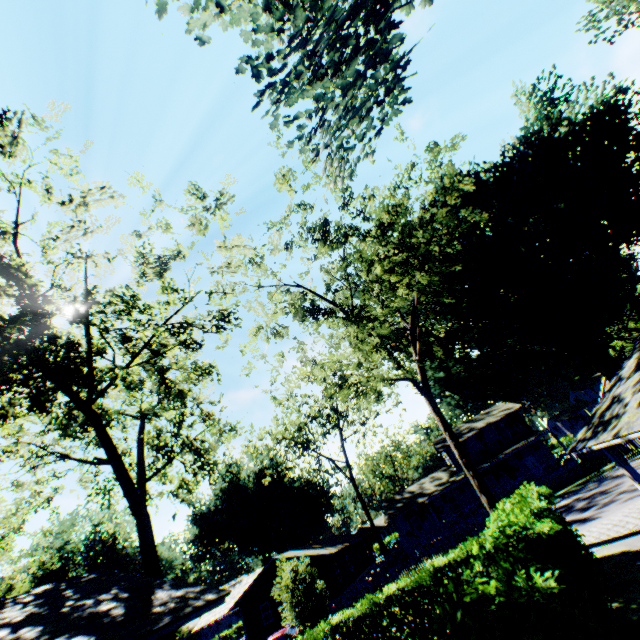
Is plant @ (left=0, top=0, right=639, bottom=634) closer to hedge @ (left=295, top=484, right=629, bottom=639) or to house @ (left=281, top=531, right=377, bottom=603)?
house @ (left=281, top=531, right=377, bottom=603)

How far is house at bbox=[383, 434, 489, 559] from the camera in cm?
3419

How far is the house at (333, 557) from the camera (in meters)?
32.25

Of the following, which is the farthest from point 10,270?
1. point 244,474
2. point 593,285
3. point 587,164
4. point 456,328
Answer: point 244,474

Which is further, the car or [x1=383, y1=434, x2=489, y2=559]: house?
[x1=383, y1=434, x2=489, y2=559]: house

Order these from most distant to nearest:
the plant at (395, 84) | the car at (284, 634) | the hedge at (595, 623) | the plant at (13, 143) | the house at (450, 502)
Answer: the house at (450, 502) → the car at (284, 634) → the plant at (13, 143) → the plant at (395, 84) → the hedge at (595, 623)

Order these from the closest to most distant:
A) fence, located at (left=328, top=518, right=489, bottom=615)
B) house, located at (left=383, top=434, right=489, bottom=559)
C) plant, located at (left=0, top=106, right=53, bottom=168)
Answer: plant, located at (left=0, top=106, right=53, bottom=168)
fence, located at (left=328, top=518, right=489, bottom=615)
house, located at (left=383, top=434, right=489, bottom=559)

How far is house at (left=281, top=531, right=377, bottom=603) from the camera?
32.2m
